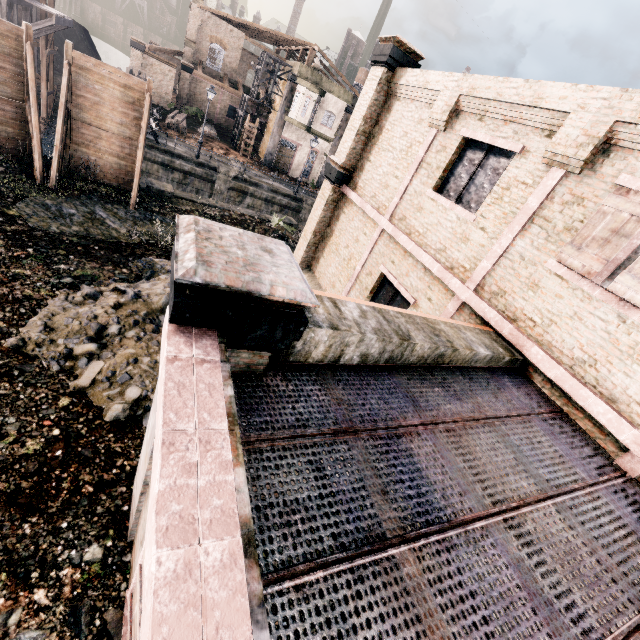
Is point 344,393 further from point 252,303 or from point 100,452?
point 100,452

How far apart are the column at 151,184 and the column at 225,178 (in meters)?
8.38

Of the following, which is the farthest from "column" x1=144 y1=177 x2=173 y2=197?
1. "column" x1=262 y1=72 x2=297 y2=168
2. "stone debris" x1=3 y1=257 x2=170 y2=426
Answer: "column" x1=262 y1=72 x2=297 y2=168

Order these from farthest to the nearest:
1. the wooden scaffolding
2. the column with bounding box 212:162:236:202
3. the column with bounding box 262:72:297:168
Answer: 1. the column with bounding box 262:72:297:168
2. the column with bounding box 212:162:236:202
3. the wooden scaffolding

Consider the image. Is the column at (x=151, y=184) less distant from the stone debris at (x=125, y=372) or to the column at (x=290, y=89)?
the stone debris at (x=125, y=372)

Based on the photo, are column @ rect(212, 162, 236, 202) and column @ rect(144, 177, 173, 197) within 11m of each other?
yes

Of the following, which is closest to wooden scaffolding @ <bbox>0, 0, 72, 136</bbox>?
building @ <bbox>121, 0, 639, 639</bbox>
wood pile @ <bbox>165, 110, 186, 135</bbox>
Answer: wood pile @ <bbox>165, 110, 186, 135</bbox>

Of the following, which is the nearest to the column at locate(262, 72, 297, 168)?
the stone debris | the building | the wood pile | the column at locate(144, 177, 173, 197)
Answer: the wood pile
